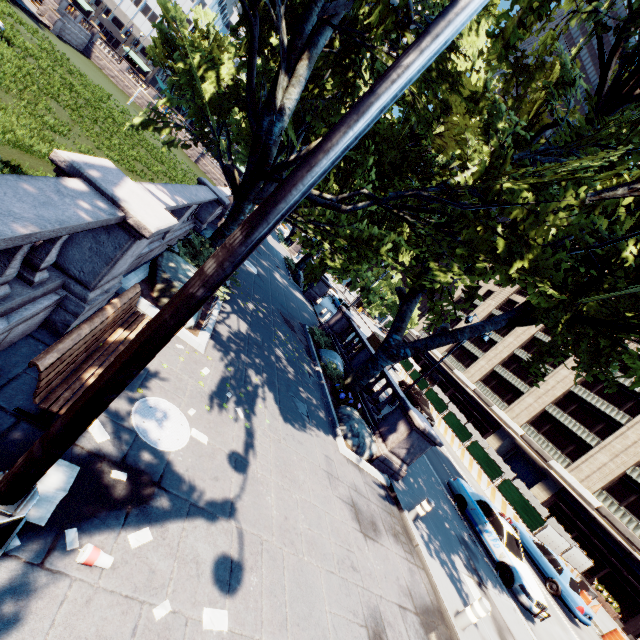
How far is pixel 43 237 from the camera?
2.90m

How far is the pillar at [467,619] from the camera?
7.2m

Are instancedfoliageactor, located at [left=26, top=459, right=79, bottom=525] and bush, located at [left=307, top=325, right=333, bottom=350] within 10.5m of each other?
no

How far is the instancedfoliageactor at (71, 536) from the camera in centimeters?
314cm

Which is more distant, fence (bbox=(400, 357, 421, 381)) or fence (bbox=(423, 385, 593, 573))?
fence (bbox=(400, 357, 421, 381))

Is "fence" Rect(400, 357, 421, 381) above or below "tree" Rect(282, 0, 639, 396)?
below

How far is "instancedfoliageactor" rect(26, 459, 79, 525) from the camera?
3.1 meters

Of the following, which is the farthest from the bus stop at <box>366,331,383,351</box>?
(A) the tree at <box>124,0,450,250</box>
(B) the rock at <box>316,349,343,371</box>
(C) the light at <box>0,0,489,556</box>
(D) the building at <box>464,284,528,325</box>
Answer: (D) the building at <box>464,284,528,325</box>
